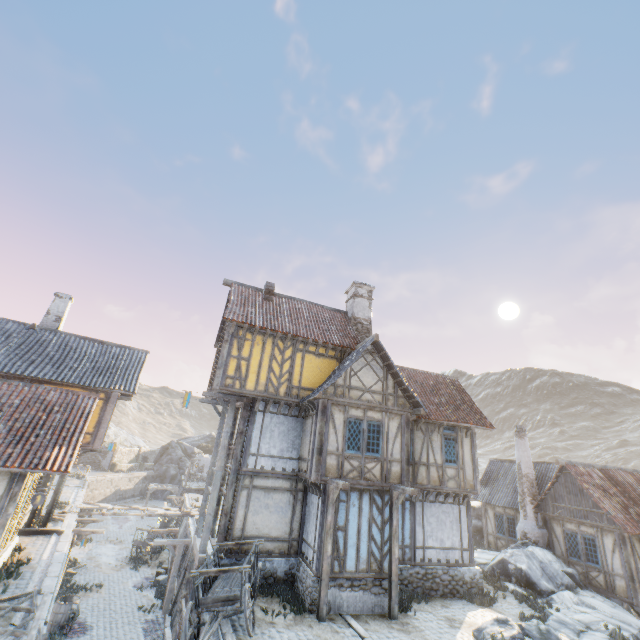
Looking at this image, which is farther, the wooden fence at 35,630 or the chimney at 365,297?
the chimney at 365,297

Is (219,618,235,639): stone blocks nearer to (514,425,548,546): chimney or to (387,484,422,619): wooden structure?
(387,484,422,619): wooden structure

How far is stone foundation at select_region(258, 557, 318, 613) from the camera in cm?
1084

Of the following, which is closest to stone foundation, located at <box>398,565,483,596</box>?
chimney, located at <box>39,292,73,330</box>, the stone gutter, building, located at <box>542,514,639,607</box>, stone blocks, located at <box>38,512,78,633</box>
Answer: stone blocks, located at <box>38,512,78,633</box>

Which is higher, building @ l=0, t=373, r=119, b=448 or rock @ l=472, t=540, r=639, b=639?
building @ l=0, t=373, r=119, b=448

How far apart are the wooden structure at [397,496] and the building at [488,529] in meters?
14.1 m

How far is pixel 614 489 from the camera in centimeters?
1812cm

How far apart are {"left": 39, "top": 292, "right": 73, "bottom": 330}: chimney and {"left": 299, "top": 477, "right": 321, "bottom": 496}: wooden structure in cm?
1727
